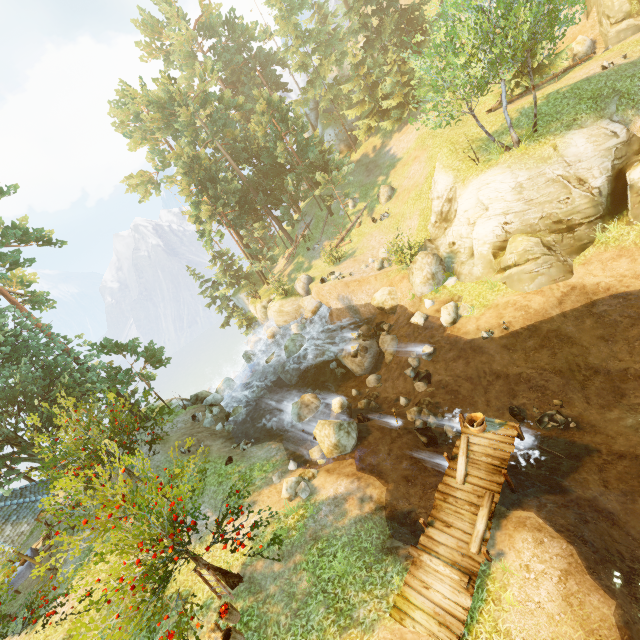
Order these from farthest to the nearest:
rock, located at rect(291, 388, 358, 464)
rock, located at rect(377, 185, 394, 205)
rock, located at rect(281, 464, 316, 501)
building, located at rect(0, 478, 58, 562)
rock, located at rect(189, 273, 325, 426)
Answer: rock, located at rect(377, 185, 394, 205) < rock, located at rect(189, 273, 325, 426) < building, located at rect(0, 478, 58, 562) < rock, located at rect(291, 388, 358, 464) < rock, located at rect(281, 464, 316, 501)

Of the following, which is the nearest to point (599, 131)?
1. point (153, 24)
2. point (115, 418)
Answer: point (115, 418)

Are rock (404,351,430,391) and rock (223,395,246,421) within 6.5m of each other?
no

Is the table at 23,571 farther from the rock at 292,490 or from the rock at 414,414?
the rock at 414,414

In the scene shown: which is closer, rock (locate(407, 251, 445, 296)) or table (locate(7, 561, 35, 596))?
table (locate(7, 561, 35, 596))

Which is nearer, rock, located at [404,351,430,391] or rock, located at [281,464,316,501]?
rock, located at [281,464,316,501]

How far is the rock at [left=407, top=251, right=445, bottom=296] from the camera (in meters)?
20.39

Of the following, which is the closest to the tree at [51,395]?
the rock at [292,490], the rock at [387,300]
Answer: the rock at [292,490]
